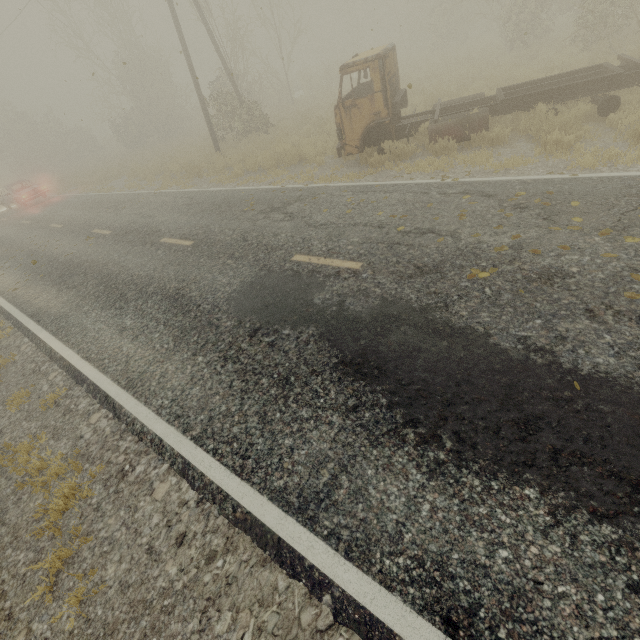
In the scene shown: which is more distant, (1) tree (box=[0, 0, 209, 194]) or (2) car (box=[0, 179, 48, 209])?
(1) tree (box=[0, 0, 209, 194])

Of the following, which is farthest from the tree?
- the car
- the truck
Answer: the truck

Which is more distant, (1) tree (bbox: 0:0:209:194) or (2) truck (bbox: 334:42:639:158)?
(1) tree (bbox: 0:0:209:194)

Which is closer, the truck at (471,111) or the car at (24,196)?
the truck at (471,111)

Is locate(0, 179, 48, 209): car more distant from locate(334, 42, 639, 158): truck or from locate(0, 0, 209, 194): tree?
locate(334, 42, 639, 158): truck

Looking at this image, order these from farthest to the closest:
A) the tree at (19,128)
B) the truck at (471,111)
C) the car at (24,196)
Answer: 1. the tree at (19,128)
2. the car at (24,196)
3. the truck at (471,111)

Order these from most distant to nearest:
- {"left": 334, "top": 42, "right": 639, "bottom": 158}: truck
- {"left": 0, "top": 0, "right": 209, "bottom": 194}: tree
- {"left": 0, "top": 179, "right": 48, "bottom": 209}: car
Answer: {"left": 0, "top": 0, "right": 209, "bottom": 194}: tree < {"left": 0, "top": 179, "right": 48, "bottom": 209}: car < {"left": 334, "top": 42, "right": 639, "bottom": 158}: truck

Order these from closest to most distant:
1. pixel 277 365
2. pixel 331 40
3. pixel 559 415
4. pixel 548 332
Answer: pixel 559 415 → pixel 548 332 → pixel 277 365 → pixel 331 40
